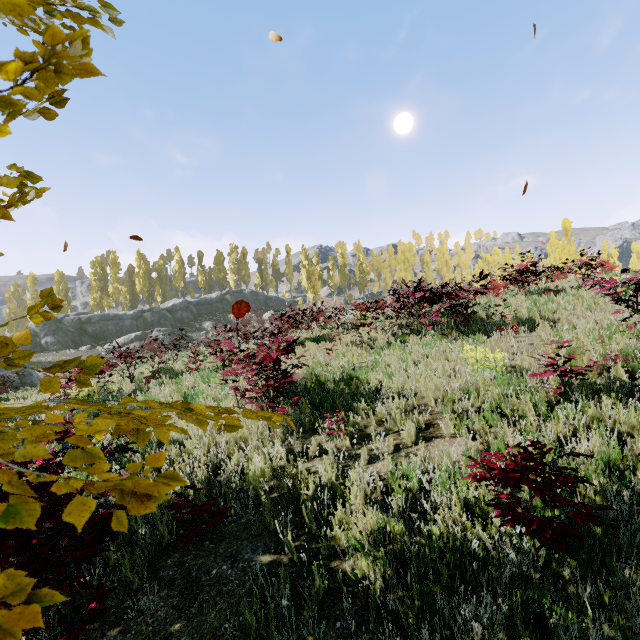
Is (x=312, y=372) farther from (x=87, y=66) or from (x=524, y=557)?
(x=87, y=66)

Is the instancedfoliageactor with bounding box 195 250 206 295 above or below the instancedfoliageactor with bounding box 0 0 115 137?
above

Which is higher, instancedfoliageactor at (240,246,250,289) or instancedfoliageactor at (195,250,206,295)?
instancedfoliageactor at (240,246,250,289)

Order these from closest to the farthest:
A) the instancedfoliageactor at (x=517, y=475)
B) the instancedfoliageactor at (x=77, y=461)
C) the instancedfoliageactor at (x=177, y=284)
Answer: the instancedfoliageactor at (x=77, y=461), the instancedfoliageactor at (x=517, y=475), the instancedfoliageactor at (x=177, y=284)

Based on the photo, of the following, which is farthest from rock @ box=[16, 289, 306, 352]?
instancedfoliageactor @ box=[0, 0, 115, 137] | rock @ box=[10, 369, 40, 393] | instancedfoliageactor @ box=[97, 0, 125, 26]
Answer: instancedfoliageactor @ box=[0, 0, 115, 137]

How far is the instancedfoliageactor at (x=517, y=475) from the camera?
2.2 meters

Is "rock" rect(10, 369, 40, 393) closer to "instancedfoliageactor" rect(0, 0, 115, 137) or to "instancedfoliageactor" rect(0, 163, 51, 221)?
"instancedfoliageactor" rect(0, 163, 51, 221)

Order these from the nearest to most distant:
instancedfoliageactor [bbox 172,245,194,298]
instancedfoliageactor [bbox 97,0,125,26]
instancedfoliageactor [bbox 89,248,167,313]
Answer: instancedfoliageactor [bbox 97,0,125,26], instancedfoliageactor [bbox 89,248,167,313], instancedfoliageactor [bbox 172,245,194,298]
